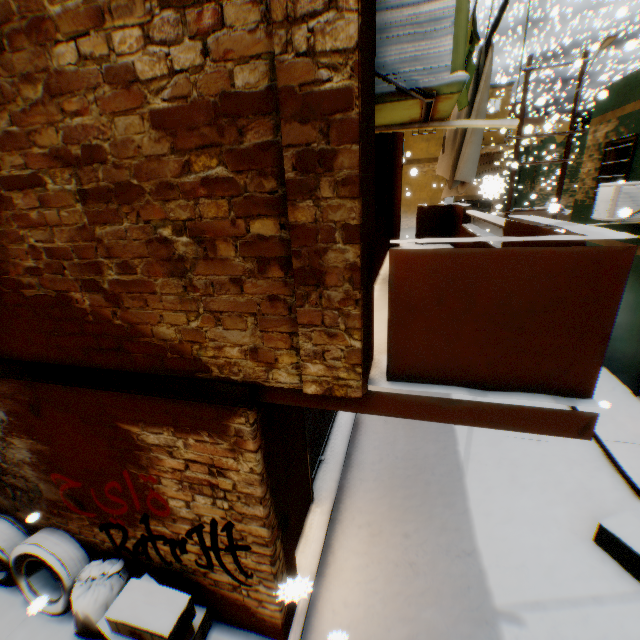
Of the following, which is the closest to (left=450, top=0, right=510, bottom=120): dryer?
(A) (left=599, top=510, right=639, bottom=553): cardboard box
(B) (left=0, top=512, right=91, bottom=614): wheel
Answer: (A) (left=599, top=510, right=639, bottom=553): cardboard box

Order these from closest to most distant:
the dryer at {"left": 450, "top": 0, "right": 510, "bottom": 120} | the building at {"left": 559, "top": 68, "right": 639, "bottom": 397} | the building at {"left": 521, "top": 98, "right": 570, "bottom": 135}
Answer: the dryer at {"left": 450, "top": 0, "right": 510, "bottom": 120}
the building at {"left": 559, "top": 68, "right": 639, "bottom": 397}
the building at {"left": 521, "top": 98, "right": 570, "bottom": 135}

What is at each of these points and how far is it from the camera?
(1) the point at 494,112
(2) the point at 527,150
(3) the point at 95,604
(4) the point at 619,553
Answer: (1) building, 24.8 meters
(2) building, 25.9 meters
(3) trash bag, 3.4 meters
(4) cardboard box, 4.2 meters

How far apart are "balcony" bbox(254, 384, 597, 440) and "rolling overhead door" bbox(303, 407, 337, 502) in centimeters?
2cm

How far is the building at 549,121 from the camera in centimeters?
1030cm

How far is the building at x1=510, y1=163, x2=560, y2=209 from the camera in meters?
22.9

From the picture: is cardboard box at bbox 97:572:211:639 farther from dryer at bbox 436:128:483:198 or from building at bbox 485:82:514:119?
dryer at bbox 436:128:483:198

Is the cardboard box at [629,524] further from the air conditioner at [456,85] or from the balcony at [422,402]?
Answer: the air conditioner at [456,85]
